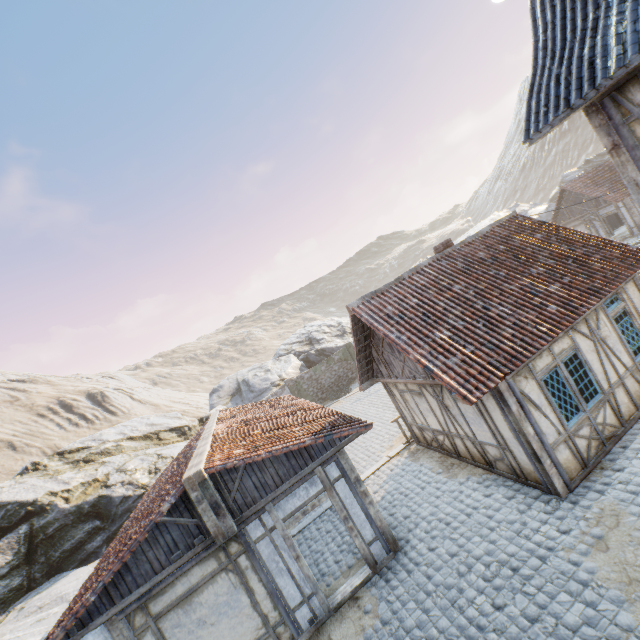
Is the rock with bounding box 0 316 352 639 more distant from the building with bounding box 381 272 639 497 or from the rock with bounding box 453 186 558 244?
the building with bounding box 381 272 639 497

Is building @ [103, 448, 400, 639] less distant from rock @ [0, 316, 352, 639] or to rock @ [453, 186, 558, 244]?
rock @ [0, 316, 352, 639]

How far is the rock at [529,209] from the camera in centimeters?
4000cm

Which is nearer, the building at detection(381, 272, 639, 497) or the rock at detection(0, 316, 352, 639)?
the building at detection(381, 272, 639, 497)

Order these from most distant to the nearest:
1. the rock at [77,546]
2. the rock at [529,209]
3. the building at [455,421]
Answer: the rock at [529,209] < the rock at [77,546] < the building at [455,421]

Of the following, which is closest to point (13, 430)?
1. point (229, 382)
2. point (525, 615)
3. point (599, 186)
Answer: point (229, 382)

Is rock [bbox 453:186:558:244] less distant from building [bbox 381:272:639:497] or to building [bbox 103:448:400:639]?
building [bbox 381:272:639:497]

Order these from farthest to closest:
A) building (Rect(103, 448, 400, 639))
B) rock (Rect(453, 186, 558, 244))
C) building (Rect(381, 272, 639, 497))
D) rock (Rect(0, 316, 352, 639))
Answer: rock (Rect(453, 186, 558, 244)), rock (Rect(0, 316, 352, 639)), building (Rect(381, 272, 639, 497)), building (Rect(103, 448, 400, 639))
